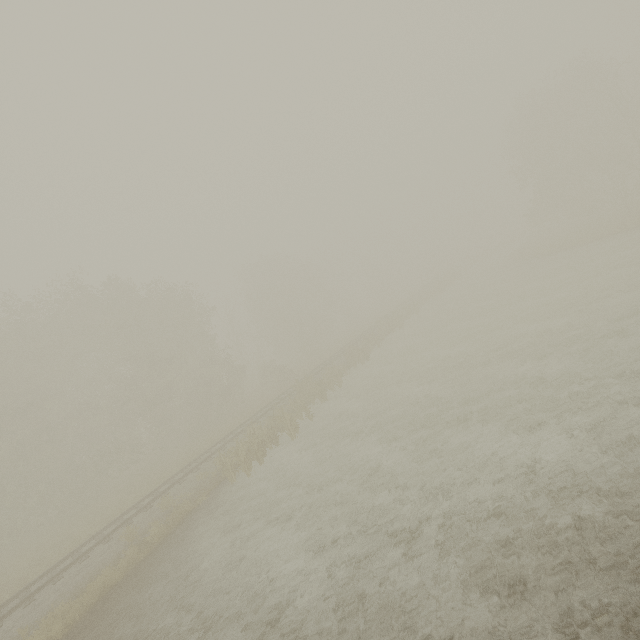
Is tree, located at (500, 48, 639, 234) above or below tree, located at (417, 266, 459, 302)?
above

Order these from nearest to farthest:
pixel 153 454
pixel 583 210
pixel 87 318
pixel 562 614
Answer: pixel 562 614 < pixel 87 318 < pixel 153 454 < pixel 583 210

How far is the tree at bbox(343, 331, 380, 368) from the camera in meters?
27.3

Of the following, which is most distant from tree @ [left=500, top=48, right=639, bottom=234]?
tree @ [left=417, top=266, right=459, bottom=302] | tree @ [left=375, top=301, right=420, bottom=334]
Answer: tree @ [left=375, top=301, right=420, bottom=334]

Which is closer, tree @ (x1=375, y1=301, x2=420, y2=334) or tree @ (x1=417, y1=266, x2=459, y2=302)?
tree @ (x1=375, y1=301, x2=420, y2=334)

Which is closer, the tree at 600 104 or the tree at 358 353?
the tree at 358 353

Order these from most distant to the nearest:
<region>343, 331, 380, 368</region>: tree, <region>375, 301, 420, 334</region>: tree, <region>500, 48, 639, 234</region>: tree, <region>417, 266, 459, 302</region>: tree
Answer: <region>417, 266, 459, 302</region>: tree → <region>375, 301, 420, 334</region>: tree → <region>500, 48, 639, 234</region>: tree → <region>343, 331, 380, 368</region>: tree

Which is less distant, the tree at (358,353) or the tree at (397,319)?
the tree at (358,353)
